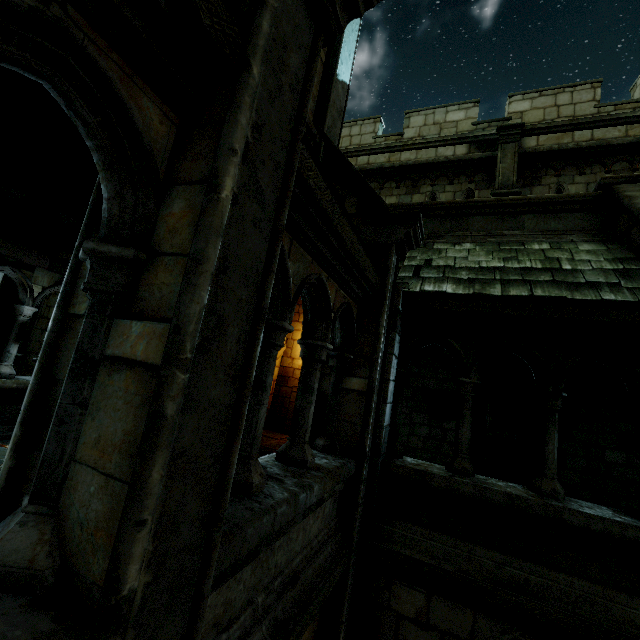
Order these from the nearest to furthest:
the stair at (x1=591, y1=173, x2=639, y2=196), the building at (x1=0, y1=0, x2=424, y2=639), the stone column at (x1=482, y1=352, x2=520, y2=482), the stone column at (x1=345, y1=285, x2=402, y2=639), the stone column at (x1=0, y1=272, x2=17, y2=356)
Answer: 1. the building at (x1=0, y1=0, x2=424, y2=639)
2. the stone column at (x1=345, y1=285, x2=402, y2=639)
3. the stair at (x1=591, y1=173, x2=639, y2=196)
4. the stone column at (x1=482, y1=352, x2=520, y2=482)
5. the stone column at (x1=0, y1=272, x2=17, y2=356)

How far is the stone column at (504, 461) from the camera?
7.1 meters

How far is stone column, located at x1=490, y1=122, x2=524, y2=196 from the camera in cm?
846

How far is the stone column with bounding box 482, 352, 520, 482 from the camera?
7.08m

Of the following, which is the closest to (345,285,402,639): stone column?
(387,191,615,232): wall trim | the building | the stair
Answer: the building

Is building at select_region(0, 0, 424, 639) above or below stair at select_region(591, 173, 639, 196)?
below

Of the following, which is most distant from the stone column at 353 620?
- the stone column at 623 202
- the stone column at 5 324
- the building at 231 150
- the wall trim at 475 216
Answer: the stone column at 5 324

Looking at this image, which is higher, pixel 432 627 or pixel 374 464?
pixel 374 464
